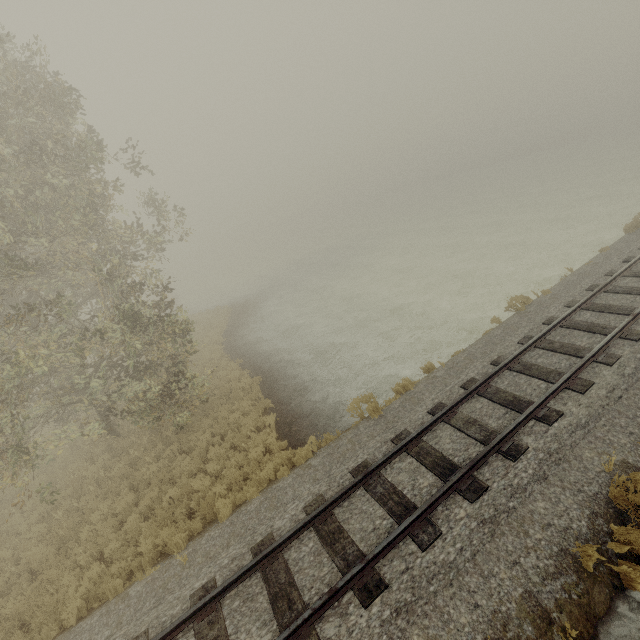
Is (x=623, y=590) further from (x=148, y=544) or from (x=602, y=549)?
(x=148, y=544)
